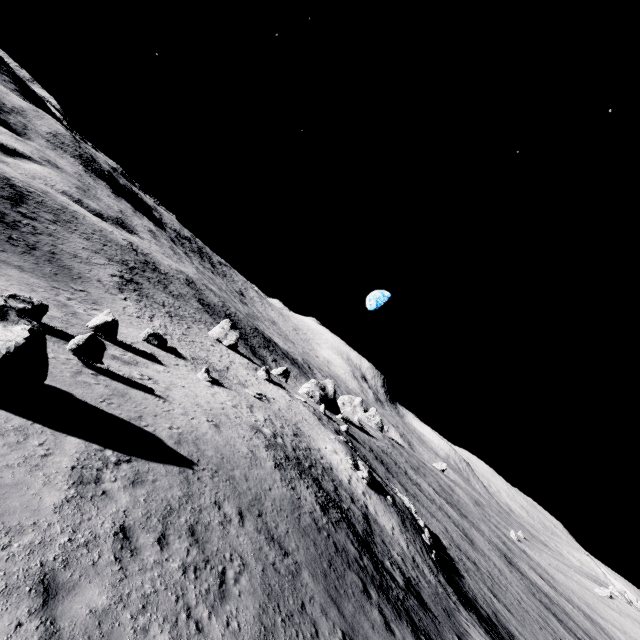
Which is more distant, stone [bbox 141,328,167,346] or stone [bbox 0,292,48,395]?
stone [bbox 141,328,167,346]

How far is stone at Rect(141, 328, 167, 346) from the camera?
34.0 meters

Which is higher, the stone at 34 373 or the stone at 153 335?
the stone at 34 373

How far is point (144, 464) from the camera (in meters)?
10.96

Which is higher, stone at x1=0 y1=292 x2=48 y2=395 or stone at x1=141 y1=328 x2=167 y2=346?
stone at x1=0 y1=292 x2=48 y2=395

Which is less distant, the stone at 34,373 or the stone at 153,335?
the stone at 34,373
